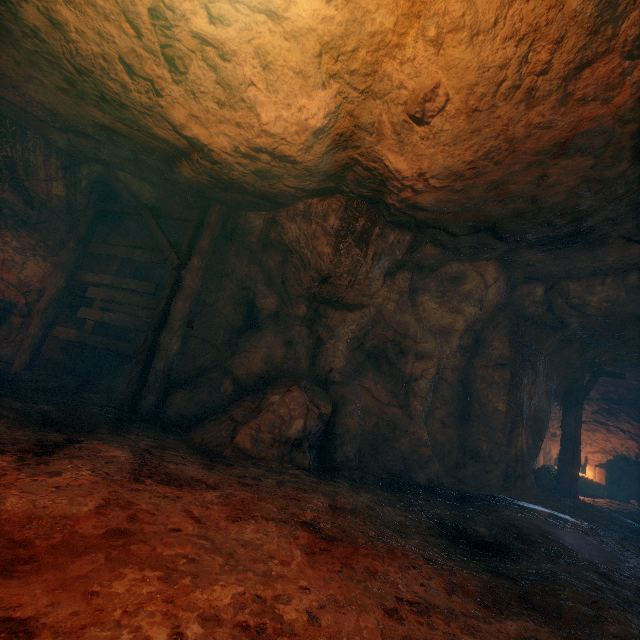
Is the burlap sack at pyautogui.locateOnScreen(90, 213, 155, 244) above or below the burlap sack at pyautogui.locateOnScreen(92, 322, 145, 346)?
above

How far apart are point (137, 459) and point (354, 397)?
4.21m

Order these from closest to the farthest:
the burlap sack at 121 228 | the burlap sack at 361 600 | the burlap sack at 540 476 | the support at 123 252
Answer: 1. the burlap sack at 361 600
2. the support at 123 252
3. the burlap sack at 121 228
4. the burlap sack at 540 476

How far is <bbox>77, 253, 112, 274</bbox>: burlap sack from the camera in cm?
818

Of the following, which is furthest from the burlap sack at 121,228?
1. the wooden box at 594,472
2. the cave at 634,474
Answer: the wooden box at 594,472

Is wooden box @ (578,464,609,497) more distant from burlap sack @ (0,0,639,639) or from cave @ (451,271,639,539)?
burlap sack @ (0,0,639,639)

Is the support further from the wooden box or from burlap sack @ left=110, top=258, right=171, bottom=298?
the wooden box
